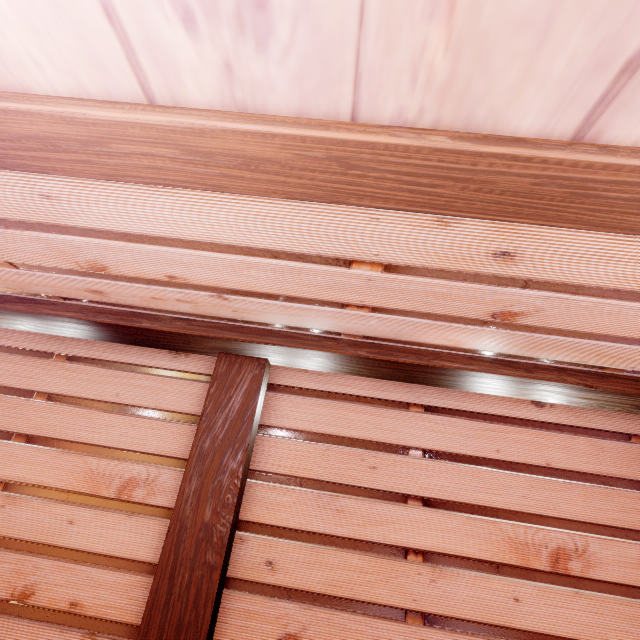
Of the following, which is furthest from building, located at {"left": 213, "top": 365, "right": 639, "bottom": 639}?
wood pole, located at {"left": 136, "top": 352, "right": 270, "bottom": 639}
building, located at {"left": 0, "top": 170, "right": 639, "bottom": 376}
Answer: building, located at {"left": 0, "top": 170, "right": 639, "bottom": 376}

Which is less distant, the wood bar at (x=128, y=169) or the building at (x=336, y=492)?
the wood bar at (x=128, y=169)

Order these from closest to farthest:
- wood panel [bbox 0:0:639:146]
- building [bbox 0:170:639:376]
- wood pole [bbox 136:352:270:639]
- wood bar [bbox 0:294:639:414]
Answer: wood panel [bbox 0:0:639:146] < building [bbox 0:170:639:376] < wood pole [bbox 136:352:270:639] < wood bar [bbox 0:294:639:414]

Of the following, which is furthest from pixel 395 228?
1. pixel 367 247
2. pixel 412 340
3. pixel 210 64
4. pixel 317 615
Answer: pixel 317 615

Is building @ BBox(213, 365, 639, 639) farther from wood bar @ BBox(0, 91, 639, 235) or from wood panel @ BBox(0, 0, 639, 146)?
wood panel @ BBox(0, 0, 639, 146)

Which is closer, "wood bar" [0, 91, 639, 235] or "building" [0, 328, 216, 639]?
"wood bar" [0, 91, 639, 235]

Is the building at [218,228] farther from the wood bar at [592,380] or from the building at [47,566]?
the building at [47,566]
